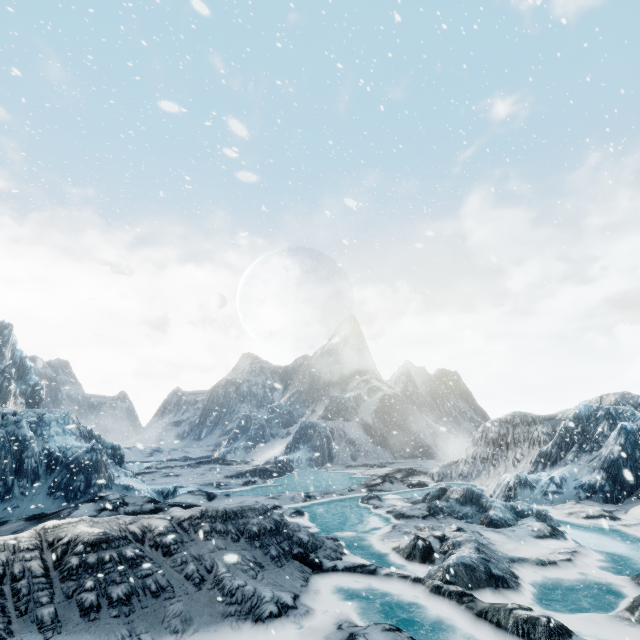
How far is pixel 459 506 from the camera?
13.7 meters
